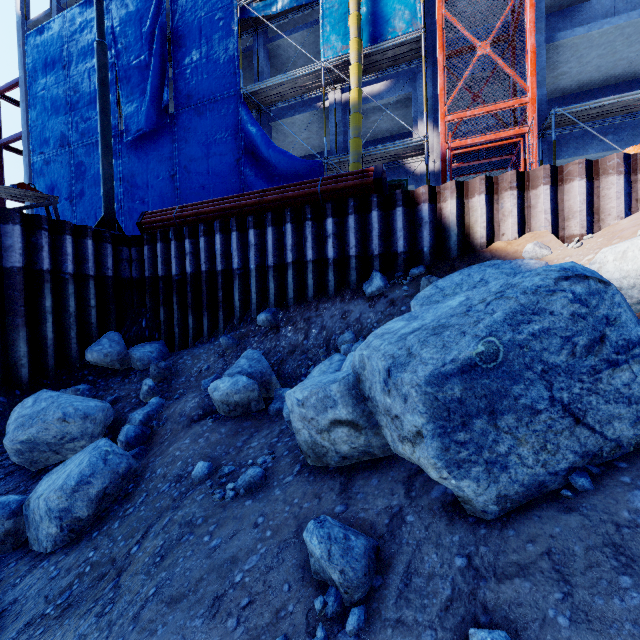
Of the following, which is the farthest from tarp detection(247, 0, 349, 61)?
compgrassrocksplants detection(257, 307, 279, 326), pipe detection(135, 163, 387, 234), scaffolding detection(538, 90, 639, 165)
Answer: compgrassrocksplants detection(257, 307, 279, 326)

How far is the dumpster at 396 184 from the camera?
10.0m

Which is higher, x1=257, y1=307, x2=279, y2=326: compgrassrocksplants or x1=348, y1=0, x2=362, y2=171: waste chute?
x1=348, y1=0, x2=362, y2=171: waste chute

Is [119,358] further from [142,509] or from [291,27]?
[291,27]

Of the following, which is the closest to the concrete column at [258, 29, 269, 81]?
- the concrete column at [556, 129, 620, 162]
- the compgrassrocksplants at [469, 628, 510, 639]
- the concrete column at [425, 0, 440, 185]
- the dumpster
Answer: the concrete column at [425, 0, 440, 185]

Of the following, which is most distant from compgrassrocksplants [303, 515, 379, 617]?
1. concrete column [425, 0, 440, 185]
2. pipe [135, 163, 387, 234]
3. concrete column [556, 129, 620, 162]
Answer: concrete column [556, 129, 620, 162]

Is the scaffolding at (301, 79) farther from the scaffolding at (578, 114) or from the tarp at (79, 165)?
the scaffolding at (578, 114)

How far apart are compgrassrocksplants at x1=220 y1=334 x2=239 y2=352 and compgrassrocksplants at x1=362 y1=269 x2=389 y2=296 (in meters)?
2.94
